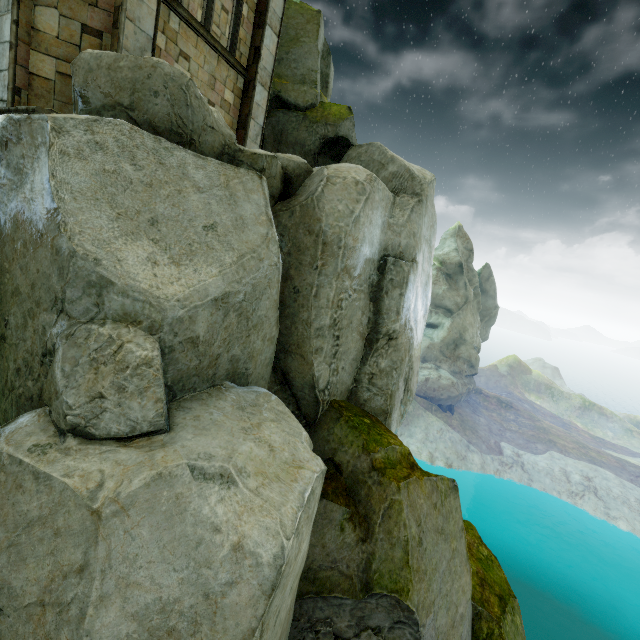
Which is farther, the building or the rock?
the building

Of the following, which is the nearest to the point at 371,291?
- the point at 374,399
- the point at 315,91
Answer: the point at 374,399

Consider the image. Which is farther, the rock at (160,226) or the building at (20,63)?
the building at (20,63)

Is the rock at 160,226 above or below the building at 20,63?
below

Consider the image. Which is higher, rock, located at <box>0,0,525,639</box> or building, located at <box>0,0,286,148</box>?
building, located at <box>0,0,286,148</box>
